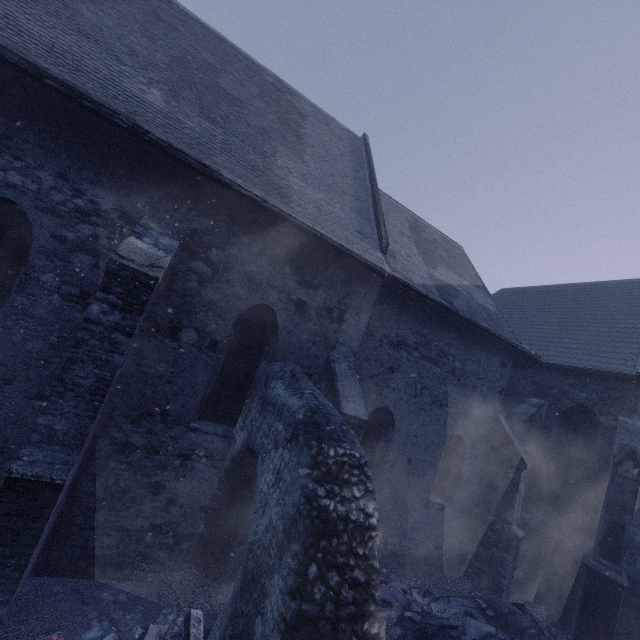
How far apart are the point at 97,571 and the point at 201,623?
2.16m

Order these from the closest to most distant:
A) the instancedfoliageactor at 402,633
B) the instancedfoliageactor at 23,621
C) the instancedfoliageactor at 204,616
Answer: the instancedfoliageactor at 23,621 < the instancedfoliageactor at 204,616 < the instancedfoliageactor at 402,633

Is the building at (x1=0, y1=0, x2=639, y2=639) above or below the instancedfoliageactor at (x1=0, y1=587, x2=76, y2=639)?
above

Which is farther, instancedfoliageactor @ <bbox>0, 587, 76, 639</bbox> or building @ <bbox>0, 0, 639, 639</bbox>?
building @ <bbox>0, 0, 639, 639</bbox>

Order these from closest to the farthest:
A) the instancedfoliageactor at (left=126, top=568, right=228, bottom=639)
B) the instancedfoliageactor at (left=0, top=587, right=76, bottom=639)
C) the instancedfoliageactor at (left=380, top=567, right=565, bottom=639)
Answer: the instancedfoliageactor at (left=0, top=587, right=76, bottom=639)
the instancedfoliageactor at (left=126, top=568, right=228, bottom=639)
the instancedfoliageactor at (left=380, top=567, right=565, bottom=639)

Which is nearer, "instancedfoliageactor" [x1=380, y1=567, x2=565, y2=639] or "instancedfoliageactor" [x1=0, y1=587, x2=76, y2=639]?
"instancedfoliageactor" [x1=0, y1=587, x2=76, y2=639]

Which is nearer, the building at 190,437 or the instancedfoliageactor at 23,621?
the instancedfoliageactor at 23,621
